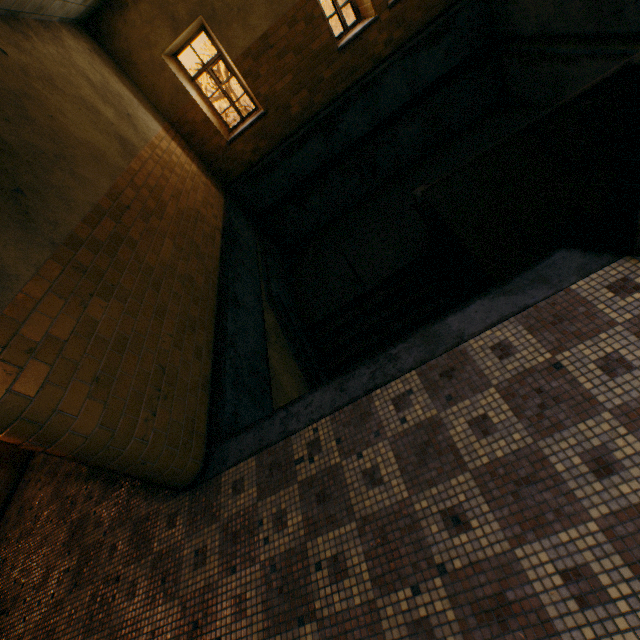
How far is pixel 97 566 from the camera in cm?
315
